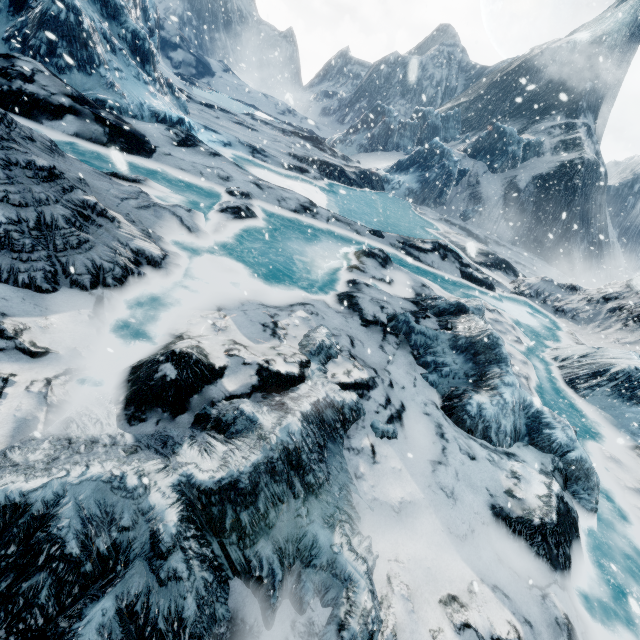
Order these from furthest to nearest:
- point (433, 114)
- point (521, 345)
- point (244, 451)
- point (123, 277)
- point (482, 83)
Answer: point (482, 83) → point (433, 114) → point (521, 345) → point (123, 277) → point (244, 451)
